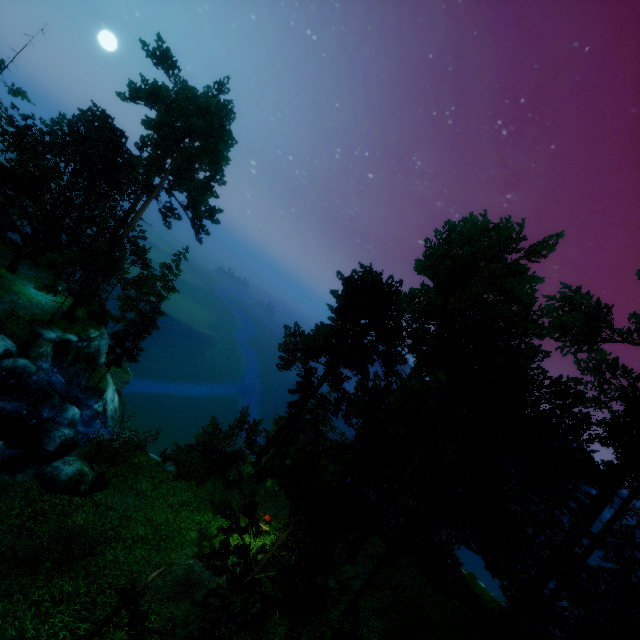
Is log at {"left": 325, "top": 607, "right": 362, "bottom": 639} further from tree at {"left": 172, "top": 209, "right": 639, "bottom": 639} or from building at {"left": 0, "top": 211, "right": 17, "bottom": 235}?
building at {"left": 0, "top": 211, "right": 17, "bottom": 235}

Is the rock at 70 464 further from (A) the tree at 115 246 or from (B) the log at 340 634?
(B) the log at 340 634

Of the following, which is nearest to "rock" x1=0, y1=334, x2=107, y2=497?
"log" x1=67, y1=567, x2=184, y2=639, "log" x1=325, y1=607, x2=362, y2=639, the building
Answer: "log" x1=67, y1=567, x2=184, y2=639

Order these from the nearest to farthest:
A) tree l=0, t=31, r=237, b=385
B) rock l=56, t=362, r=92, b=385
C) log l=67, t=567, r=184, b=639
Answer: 1. log l=67, t=567, r=184, b=639
2. tree l=0, t=31, r=237, b=385
3. rock l=56, t=362, r=92, b=385

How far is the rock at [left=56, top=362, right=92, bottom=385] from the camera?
25.5m

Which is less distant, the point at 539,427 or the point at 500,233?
the point at 539,427

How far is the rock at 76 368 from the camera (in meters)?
25.52

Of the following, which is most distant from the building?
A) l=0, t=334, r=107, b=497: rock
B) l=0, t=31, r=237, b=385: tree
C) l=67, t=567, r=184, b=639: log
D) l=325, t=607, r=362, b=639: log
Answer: l=325, t=607, r=362, b=639: log
